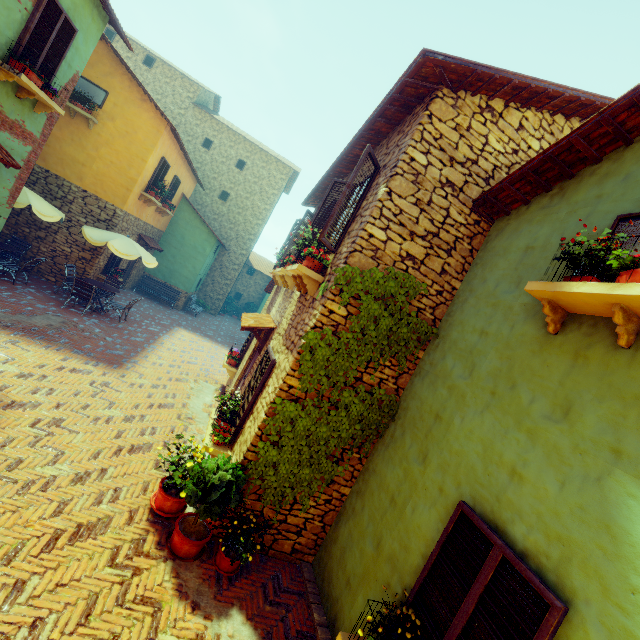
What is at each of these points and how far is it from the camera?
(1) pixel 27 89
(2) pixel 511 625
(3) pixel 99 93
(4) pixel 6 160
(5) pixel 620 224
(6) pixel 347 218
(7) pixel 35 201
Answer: (1) window sill, 6.9 meters
(2) window, 2.5 meters
(3) window, 11.5 meters
(4) door eaves, 6.5 meters
(5) window, 3.2 meters
(6) window, 5.4 meters
(7) table, 9.6 meters

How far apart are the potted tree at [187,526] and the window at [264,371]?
1.0m

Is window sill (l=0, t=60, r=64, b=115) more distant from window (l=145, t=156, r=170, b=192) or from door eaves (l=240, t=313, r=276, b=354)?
door eaves (l=240, t=313, r=276, b=354)

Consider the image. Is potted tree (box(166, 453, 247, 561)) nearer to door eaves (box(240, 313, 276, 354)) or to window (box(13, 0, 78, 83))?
window (box(13, 0, 78, 83))

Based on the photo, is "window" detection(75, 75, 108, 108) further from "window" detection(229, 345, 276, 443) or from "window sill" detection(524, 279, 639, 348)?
"window sill" detection(524, 279, 639, 348)

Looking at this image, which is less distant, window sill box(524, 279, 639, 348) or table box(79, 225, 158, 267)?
window sill box(524, 279, 639, 348)

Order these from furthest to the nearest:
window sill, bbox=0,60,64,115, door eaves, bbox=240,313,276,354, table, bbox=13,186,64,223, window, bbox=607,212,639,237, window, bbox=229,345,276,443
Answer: table, bbox=13,186,64,223 → door eaves, bbox=240,313,276,354 → window sill, bbox=0,60,64,115 → window, bbox=229,345,276,443 → window, bbox=607,212,639,237

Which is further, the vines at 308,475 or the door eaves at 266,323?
the door eaves at 266,323
